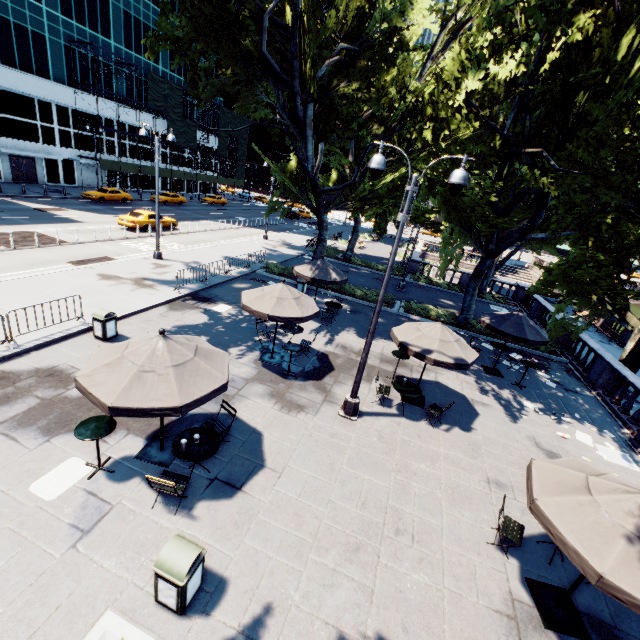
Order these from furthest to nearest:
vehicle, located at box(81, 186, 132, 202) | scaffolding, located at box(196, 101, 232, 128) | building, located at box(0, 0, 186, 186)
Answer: scaffolding, located at box(196, 101, 232, 128)
vehicle, located at box(81, 186, 132, 202)
building, located at box(0, 0, 186, 186)

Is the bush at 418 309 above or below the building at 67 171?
below

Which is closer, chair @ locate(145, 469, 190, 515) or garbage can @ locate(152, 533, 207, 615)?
garbage can @ locate(152, 533, 207, 615)

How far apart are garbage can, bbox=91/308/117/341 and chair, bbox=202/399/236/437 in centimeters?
579cm

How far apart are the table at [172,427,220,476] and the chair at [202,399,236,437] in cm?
51

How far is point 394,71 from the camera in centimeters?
2483cm

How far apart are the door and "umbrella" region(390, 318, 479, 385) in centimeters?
4649cm

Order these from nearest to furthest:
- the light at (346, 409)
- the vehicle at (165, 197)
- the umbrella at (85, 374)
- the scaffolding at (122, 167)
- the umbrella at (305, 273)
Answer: the umbrella at (85, 374) < the light at (346, 409) < the umbrella at (305, 273) < the scaffolding at (122, 167) < the vehicle at (165, 197)
